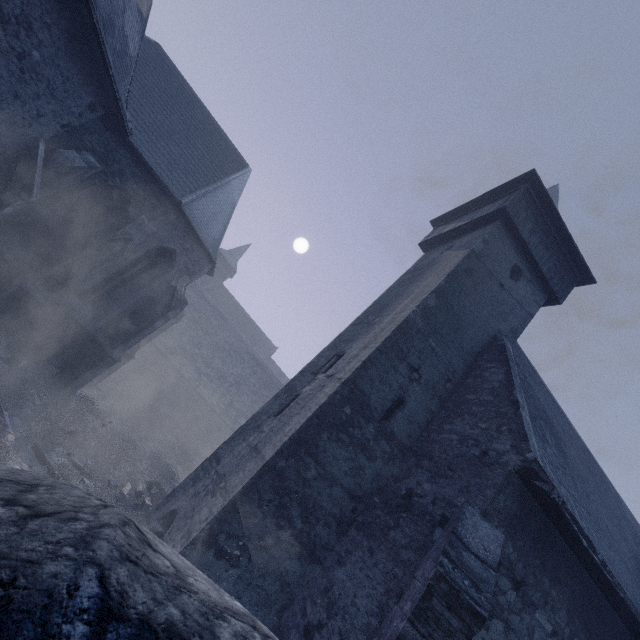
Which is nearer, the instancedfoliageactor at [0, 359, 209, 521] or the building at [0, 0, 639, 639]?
the building at [0, 0, 639, 639]

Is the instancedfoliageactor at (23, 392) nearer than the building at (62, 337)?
No

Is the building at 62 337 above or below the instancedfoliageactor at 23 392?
above

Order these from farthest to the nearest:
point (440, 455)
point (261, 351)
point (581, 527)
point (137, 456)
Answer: point (261, 351), point (137, 456), point (440, 455), point (581, 527)

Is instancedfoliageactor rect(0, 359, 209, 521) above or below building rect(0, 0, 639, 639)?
below
